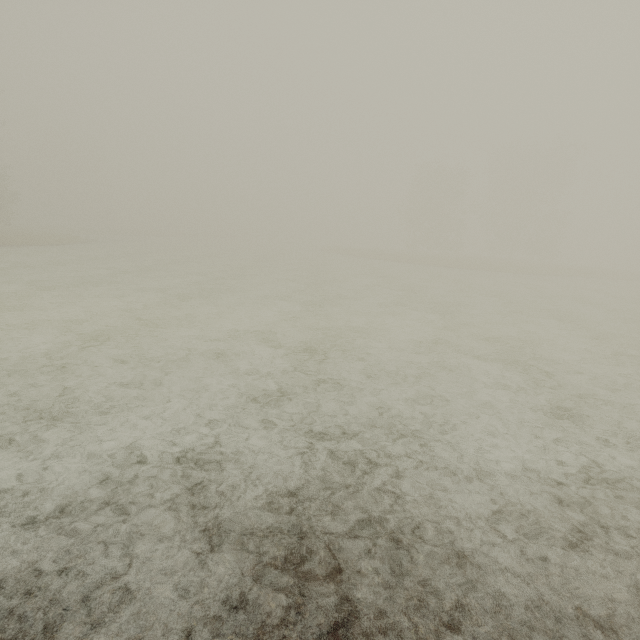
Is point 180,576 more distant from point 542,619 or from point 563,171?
point 563,171
